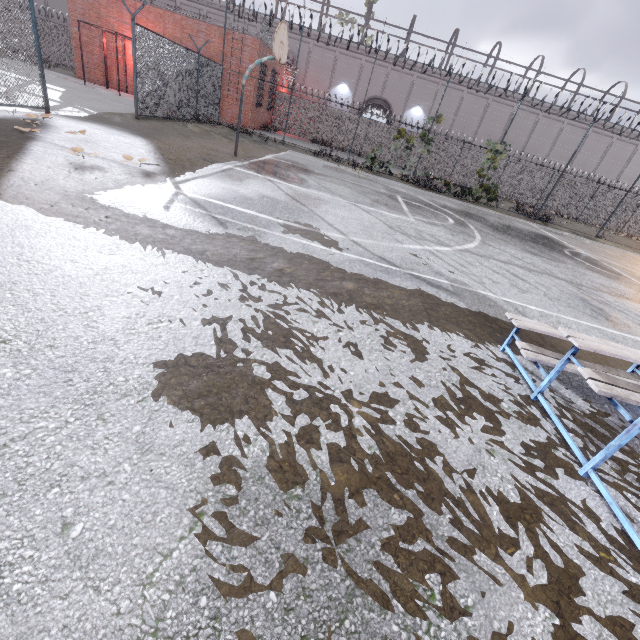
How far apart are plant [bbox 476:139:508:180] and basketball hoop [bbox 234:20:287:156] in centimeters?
1299cm

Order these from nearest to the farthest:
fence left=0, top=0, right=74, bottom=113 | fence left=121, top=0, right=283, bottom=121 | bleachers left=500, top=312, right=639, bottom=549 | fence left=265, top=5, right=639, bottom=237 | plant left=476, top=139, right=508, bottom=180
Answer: bleachers left=500, top=312, right=639, bottom=549
fence left=0, top=0, right=74, bottom=113
fence left=121, top=0, right=283, bottom=121
fence left=265, top=5, right=639, bottom=237
plant left=476, top=139, right=508, bottom=180

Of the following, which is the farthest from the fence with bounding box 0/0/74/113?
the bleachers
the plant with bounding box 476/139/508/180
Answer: the bleachers

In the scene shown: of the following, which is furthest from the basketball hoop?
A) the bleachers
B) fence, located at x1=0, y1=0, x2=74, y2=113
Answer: the bleachers

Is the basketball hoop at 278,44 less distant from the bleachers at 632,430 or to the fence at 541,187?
the fence at 541,187

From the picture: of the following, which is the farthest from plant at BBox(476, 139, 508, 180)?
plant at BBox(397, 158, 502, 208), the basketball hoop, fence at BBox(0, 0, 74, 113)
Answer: the basketball hoop

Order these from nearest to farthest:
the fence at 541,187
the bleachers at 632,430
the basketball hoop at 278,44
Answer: the bleachers at 632,430
the basketball hoop at 278,44
the fence at 541,187

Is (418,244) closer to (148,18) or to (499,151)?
(499,151)
